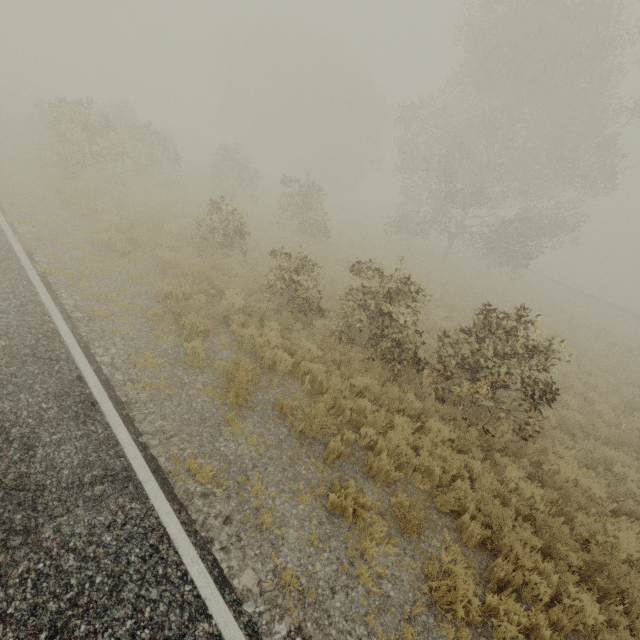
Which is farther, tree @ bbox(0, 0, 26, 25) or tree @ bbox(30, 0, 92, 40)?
tree @ bbox(0, 0, 26, 25)

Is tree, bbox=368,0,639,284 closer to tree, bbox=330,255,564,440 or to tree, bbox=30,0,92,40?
tree, bbox=330,255,564,440

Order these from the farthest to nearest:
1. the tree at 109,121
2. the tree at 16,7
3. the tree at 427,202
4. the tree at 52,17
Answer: the tree at 16,7 → the tree at 52,17 → the tree at 427,202 → the tree at 109,121

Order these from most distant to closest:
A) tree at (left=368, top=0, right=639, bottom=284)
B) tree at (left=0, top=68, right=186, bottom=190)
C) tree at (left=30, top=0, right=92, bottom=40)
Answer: tree at (left=30, top=0, right=92, bottom=40)
tree at (left=368, top=0, right=639, bottom=284)
tree at (left=0, top=68, right=186, bottom=190)

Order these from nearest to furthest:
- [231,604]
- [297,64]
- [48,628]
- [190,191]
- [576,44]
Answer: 1. [48,628]
2. [231,604]
3. [576,44]
4. [190,191]
5. [297,64]

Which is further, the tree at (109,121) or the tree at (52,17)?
the tree at (52,17)

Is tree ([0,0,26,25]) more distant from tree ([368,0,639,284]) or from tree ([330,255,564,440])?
tree ([330,255,564,440])

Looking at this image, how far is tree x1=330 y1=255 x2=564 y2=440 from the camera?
7.0m
